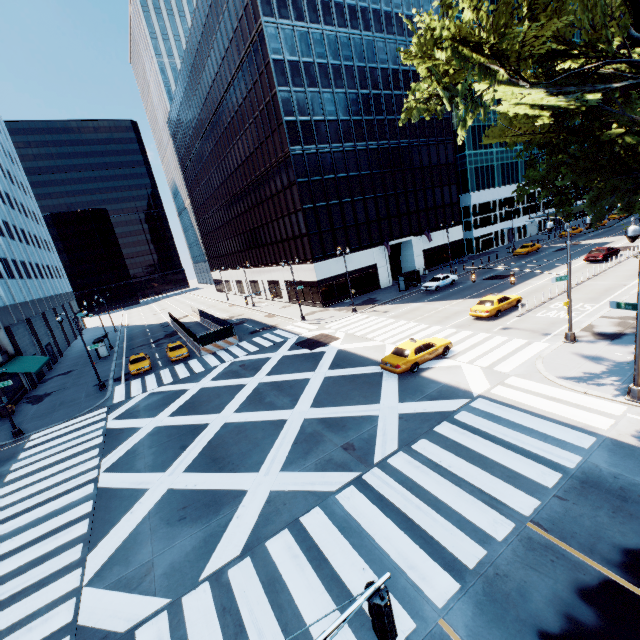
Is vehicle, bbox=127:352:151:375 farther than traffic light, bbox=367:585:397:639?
Yes

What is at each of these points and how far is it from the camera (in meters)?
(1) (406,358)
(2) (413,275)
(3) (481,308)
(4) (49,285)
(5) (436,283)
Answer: (1) vehicle, 19.66
(2) bus stop, 43.31
(3) vehicle, 26.02
(4) building, 54.22
(5) vehicle, 39.16

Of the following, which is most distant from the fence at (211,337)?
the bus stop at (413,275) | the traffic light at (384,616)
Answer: the traffic light at (384,616)

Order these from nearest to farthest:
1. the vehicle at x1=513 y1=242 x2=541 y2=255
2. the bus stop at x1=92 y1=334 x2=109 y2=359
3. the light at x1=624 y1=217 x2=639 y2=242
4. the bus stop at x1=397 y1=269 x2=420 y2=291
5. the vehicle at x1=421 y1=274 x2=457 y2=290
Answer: the light at x1=624 y1=217 x2=639 y2=242
the vehicle at x1=421 y1=274 x2=457 y2=290
the bus stop at x1=92 y1=334 x2=109 y2=359
the bus stop at x1=397 y1=269 x2=420 y2=291
the vehicle at x1=513 y1=242 x2=541 y2=255

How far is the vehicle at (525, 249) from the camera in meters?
48.9 m

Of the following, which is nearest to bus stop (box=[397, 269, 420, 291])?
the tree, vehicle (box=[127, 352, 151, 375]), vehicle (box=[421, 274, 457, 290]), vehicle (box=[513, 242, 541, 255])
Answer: vehicle (box=[421, 274, 457, 290])

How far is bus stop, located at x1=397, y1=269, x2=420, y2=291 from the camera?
41.25m

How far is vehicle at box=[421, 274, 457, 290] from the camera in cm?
3912
